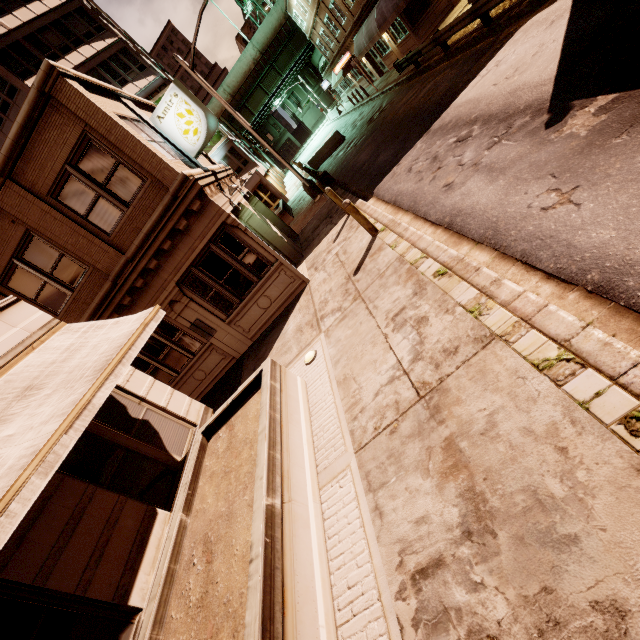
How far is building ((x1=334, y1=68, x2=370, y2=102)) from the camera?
35.0m

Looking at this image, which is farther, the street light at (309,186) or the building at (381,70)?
the building at (381,70)

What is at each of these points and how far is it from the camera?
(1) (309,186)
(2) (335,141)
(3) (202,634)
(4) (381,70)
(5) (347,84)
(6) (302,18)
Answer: (1) street light, 18.16m
(2) barrier, 25.80m
(3) planter, 3.57m
(4) building, 30.94m
(5) building, 40.12m
(6) building, 34.47m

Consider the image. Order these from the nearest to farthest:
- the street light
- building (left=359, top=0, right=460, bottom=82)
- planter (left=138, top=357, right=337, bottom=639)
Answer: planter (left=138, top=357, right=337, bottom=639)
the street light
building (left=359, top=0, right=460, bottom=82)

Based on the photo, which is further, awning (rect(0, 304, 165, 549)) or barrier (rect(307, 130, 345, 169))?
barrier (rect(307, 130, 345, 169))

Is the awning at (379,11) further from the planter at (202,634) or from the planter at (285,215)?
the planter at (202,634)

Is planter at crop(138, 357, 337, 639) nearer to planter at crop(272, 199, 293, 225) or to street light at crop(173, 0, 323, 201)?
street light at crop(173, 0, 323, 201)

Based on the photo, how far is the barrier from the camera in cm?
2546
